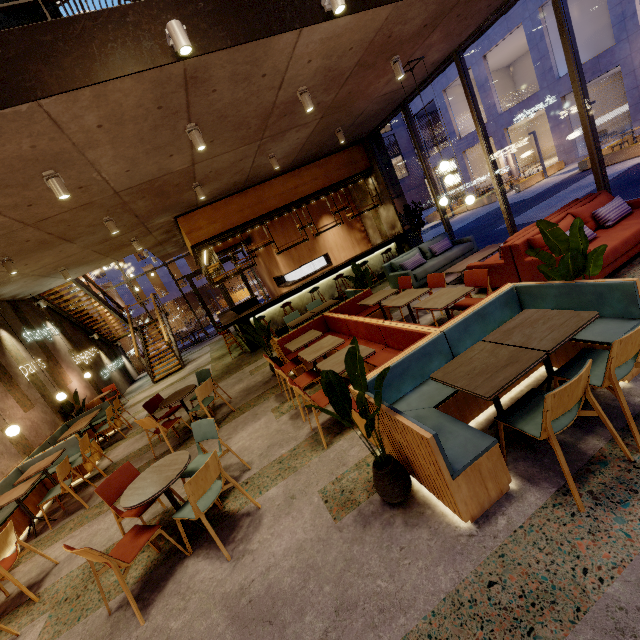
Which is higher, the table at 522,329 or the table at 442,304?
the table at 442,304

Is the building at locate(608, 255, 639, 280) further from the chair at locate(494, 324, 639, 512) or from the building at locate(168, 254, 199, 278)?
the building at locate(168, 254, 199, 278)

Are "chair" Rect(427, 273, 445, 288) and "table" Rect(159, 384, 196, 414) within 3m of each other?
→ no

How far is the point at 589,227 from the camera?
5.2m

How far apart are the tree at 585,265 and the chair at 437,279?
1.8m

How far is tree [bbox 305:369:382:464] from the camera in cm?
243

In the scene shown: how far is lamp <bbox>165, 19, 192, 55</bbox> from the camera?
3.2 meters

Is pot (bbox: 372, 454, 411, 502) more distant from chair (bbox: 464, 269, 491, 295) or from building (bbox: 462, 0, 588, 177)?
building (bbox: 462, 0, 588, 177)
